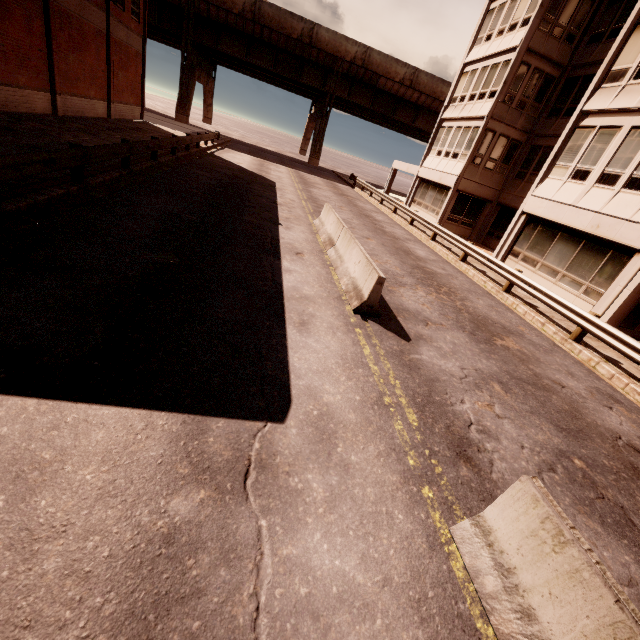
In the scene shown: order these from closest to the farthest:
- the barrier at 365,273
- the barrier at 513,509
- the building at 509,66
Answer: the barrier at 513,509
the barrier at 365,273
the building at 509,66

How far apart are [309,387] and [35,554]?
3.14m

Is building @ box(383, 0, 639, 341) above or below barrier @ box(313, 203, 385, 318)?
above

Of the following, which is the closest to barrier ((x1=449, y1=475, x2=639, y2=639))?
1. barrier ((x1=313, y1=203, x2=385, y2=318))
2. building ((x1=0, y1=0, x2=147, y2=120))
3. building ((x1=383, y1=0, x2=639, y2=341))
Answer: barrier ((x1=313, y1=203, x2=385, y2=318))

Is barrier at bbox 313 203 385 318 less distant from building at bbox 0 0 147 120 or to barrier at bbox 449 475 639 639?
barrier at bbox 449 475 639 639

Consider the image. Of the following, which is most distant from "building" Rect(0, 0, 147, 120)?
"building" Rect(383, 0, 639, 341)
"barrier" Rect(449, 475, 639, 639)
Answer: "building" Rect(383, 0, 639, 341)

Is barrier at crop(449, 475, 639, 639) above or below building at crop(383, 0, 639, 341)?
below

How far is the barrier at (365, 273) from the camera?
7.2m
